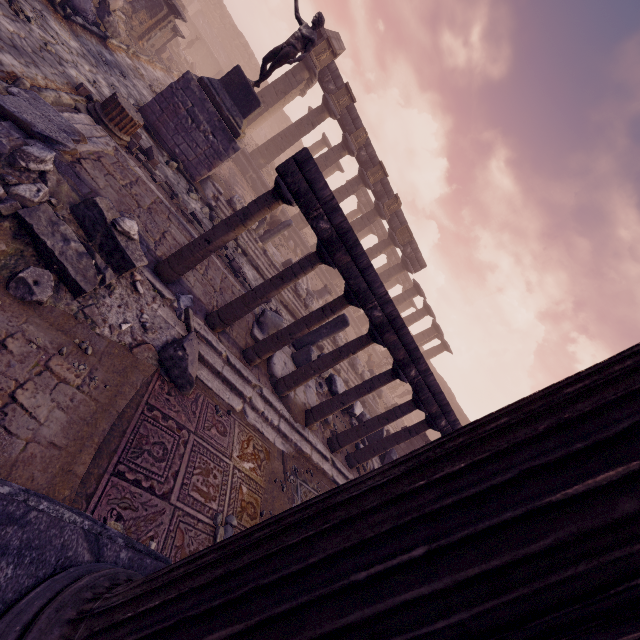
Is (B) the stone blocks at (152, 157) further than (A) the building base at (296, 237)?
No

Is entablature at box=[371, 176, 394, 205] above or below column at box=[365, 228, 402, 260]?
above

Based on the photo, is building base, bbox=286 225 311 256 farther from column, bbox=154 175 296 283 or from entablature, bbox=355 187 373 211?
column, bbox=154 175 296 283

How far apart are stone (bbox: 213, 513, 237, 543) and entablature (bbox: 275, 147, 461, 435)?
3.77m

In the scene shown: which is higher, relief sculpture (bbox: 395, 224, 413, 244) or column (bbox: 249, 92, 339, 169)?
relief sculpture (bbox: 395, 224, 413, 244)

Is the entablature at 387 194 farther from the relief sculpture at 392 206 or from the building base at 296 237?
the building base at 296 237

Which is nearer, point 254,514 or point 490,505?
point 490,505

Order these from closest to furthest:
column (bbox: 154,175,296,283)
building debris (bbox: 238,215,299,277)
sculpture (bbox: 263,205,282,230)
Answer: column (bbox: 154,175,296,283)
building debris (bbox: 238,215,299,277)
sculpture (bbox: 263,205,282,230)
